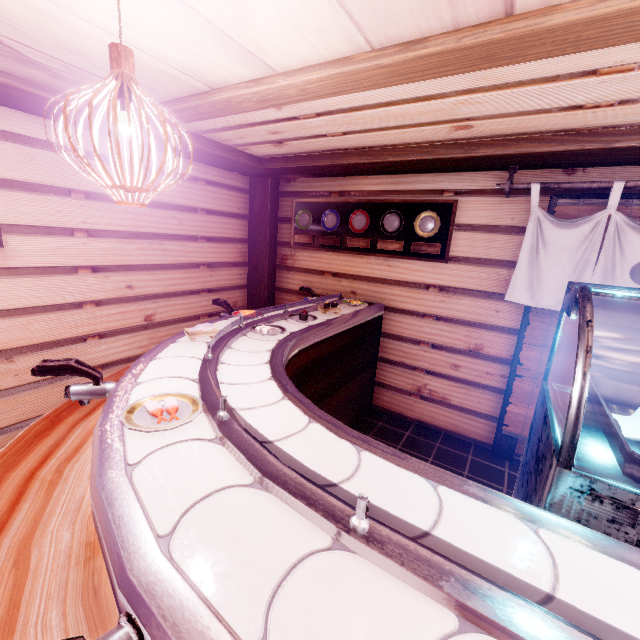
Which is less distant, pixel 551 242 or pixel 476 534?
pixel 476 534

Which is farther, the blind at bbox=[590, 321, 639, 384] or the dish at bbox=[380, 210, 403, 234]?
the dish at bbox=[380, 210, 403, 234]

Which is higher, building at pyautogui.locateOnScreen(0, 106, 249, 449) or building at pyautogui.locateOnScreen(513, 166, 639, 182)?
building at pyautogui.locateOnScreen(513, 166, 639, 182)

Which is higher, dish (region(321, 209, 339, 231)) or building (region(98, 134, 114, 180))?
building (region(98, 134, 114, 180))

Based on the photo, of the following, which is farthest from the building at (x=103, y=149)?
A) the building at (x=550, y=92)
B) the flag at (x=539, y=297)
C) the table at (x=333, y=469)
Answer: the building at (x=550, y=92)

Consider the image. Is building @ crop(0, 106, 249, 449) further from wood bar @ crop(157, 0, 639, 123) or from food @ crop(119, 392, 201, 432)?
food @ crop(119, 392, 201, 432)

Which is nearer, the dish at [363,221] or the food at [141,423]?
the food at [141,423]

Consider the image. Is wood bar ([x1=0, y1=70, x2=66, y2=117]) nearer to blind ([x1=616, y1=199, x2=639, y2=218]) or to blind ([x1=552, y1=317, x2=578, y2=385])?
blind ([x1=616, y1=199, x2=639, y2=218])
